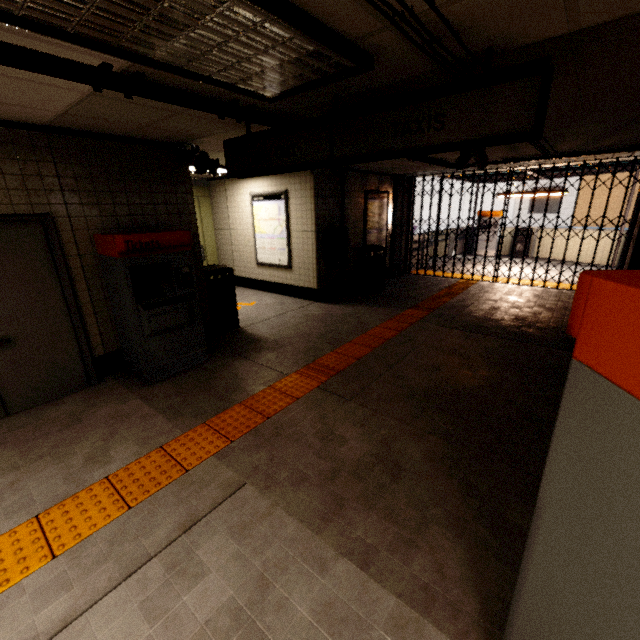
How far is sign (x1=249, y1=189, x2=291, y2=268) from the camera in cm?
745

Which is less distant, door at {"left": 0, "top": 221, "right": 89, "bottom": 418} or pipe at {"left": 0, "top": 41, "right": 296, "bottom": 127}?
pipe at {"left": 0, "top": 41, "right": 296, "bottom": 127}

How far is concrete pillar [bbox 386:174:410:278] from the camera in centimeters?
934cm

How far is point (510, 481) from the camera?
2.5 meters

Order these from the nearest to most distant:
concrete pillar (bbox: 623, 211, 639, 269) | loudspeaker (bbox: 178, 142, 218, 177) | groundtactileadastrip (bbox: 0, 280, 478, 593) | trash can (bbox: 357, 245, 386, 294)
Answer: groundtactileadastrip (bbox: 0, 280, 478, 593) → loudspeaker (bbox: 178, 142, 218, 177) → concrete pillar (bbox: 623, 211, 639, 269) → trash can (bbox: 357, 245, 386, 294)

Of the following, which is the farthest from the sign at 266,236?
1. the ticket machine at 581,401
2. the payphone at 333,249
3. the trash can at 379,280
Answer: the ticket machine at 581,401

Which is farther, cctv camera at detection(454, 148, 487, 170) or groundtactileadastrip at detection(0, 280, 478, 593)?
cctv camera at detection(454, 148, 487, 170)

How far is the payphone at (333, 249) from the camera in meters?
7.1
